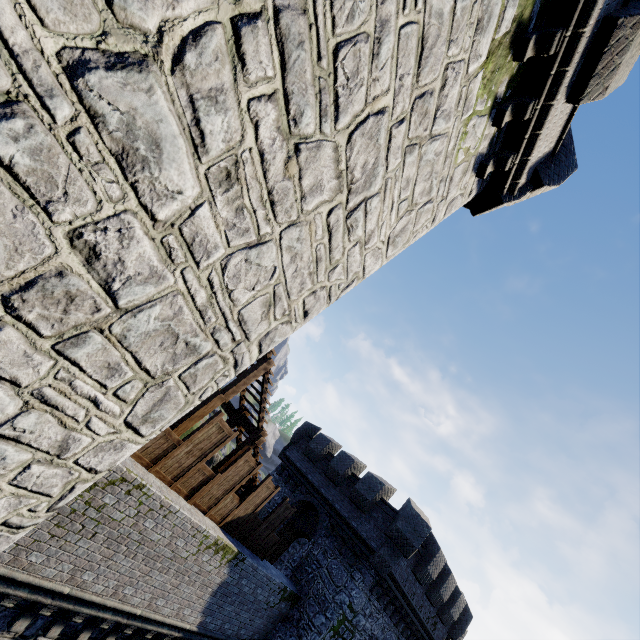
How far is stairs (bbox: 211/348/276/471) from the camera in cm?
995

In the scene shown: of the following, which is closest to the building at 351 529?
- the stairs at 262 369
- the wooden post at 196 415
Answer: the stairs at 262 369

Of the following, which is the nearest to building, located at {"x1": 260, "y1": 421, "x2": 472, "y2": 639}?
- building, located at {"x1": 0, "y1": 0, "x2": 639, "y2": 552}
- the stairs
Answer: the stairs

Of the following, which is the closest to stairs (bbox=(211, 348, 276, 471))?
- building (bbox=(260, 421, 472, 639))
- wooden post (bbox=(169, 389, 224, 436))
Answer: wooden post (bbox=(169, 389, 224, 436))

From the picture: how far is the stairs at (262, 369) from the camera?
10.0 meters

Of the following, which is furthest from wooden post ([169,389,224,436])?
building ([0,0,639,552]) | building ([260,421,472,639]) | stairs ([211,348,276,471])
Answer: building ([260,421,472,639])

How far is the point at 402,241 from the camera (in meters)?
6.29

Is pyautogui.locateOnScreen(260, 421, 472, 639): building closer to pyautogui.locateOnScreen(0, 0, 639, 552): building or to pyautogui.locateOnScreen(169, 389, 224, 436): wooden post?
pyautogui.locateOnScreen(169, 389, 224, 436): wooden post
